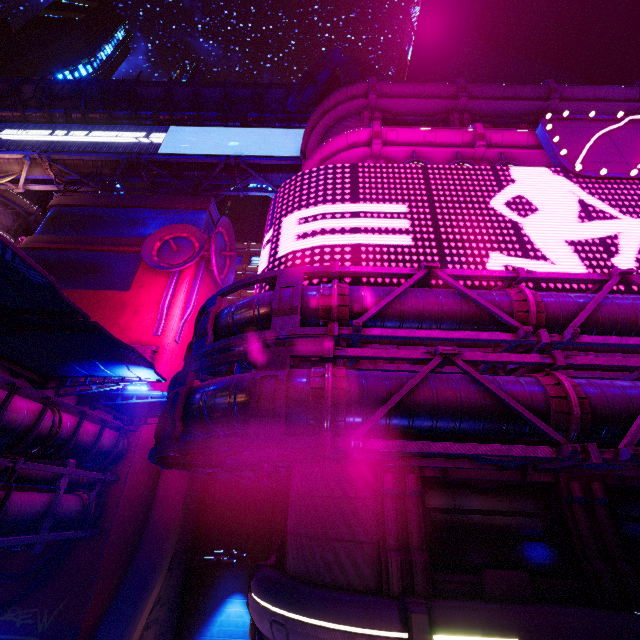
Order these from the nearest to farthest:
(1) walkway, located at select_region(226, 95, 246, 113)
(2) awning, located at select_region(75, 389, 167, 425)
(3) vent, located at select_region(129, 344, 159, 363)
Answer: (2) awning, located at select_region(75, 389, 167, 425) < (3) vent, located at select_region(129, 344, 159, 363) < (1) walkway, located at select_region(226, 95, 246, 113)

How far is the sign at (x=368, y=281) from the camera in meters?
10.2 m

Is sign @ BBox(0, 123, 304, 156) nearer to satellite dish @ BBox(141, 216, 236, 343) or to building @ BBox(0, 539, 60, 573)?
building @ BBox(0, 539, 60, 573)

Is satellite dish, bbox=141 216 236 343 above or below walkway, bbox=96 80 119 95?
below

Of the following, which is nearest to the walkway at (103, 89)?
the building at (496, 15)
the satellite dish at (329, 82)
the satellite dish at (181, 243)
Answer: the building at (496, 15)

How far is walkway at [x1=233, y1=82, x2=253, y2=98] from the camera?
27.7 meters

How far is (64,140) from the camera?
26.9 meters
